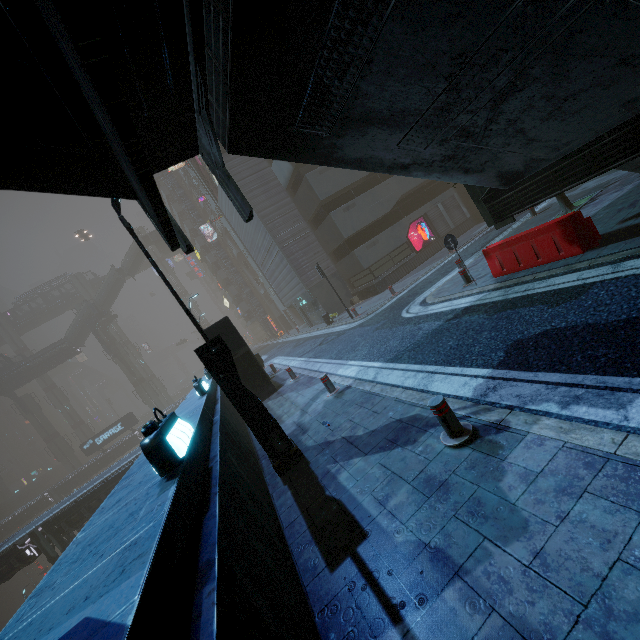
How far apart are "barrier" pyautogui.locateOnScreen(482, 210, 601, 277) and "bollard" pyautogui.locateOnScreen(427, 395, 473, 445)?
5.8m

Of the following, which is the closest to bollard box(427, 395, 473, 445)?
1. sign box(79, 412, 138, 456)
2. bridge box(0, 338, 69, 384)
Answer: sign box(79, 412, 138, 456)

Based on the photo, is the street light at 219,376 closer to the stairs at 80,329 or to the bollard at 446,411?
the bollard at 446,411

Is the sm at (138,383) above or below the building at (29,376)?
below

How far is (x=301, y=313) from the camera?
30.1 meters

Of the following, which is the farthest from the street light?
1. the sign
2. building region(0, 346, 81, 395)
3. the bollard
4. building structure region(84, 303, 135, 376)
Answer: building region(0, 346, 81, 395)

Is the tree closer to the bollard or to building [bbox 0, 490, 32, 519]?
building [bbox 0, 490, 32, 519]

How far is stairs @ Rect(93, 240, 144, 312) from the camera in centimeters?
5372cm
